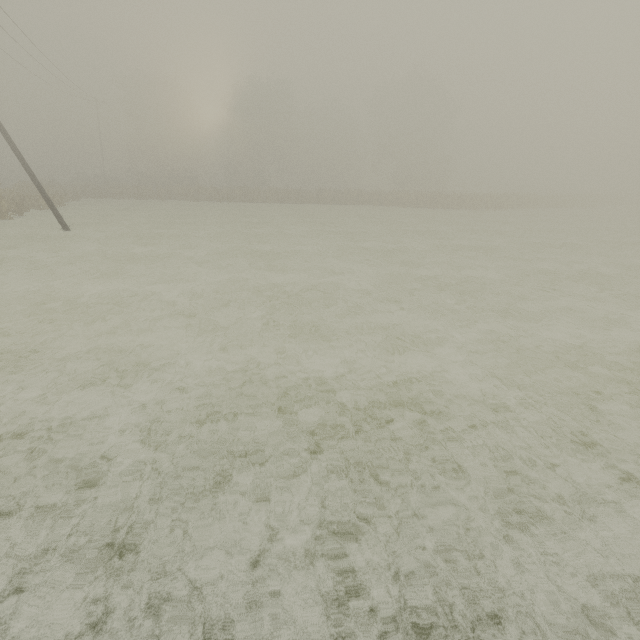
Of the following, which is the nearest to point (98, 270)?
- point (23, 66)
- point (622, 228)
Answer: point (23, 66)
